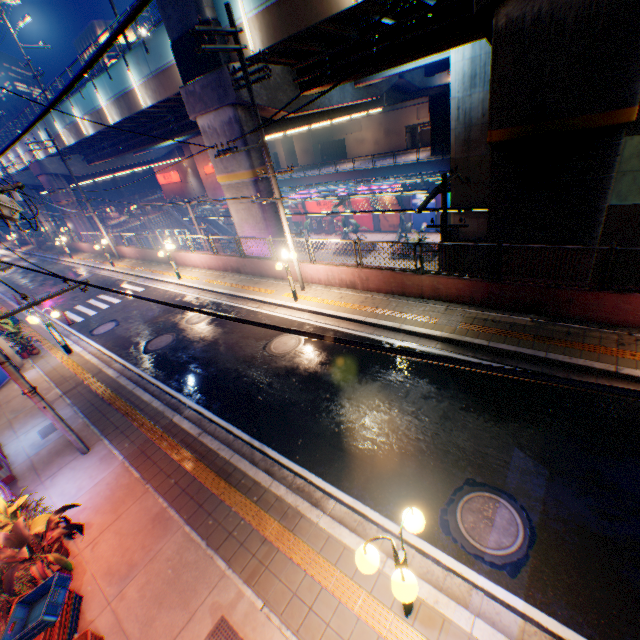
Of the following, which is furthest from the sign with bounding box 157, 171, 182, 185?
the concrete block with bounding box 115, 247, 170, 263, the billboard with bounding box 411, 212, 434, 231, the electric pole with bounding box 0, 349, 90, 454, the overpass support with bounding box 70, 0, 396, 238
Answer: the electric pole with bounding box 0, 349, 90, 454

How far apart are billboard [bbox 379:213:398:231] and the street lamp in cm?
3478

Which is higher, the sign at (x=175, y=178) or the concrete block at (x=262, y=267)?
the sign at (x=175, y=178)

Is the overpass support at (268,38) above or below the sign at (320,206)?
above

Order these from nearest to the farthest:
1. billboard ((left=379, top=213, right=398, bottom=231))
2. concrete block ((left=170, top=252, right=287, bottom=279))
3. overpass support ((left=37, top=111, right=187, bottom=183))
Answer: concrete block ((left=170, top=252, right=287, bottom=279)), overpass support ((left=37, top=111, right=187, bottom=183)), billboard ((left=379, top=213, right=398, bottom=231))

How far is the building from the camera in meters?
48.0

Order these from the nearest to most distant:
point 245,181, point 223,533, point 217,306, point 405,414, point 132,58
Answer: point 223,533 < point 405,414 < point 217,306 < point 245,181 < point 132,58

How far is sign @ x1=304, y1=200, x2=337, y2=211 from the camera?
40.0 meters
